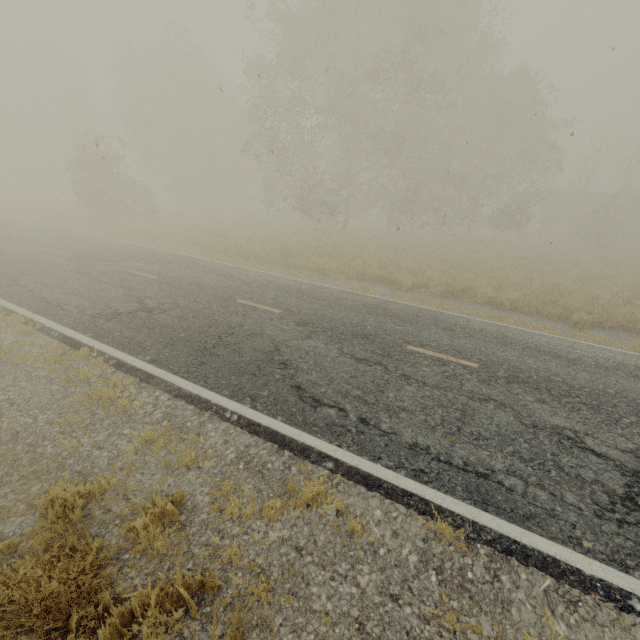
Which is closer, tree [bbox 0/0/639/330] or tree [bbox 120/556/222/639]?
tree [bbox 120/556/222/639]

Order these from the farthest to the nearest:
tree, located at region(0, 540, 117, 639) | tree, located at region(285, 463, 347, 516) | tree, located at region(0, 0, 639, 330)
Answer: tree, located at region(0, 0, 639, 330)
tree, located at region(285, 463, 347, 516)
tree, located at region(0, 540, 117, 639)

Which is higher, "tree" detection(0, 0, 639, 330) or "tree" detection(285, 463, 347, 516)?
"tree" detection(0, 0, 639, 330)

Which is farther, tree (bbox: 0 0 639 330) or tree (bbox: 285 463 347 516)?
tree (bbox: 0 0 639 330)

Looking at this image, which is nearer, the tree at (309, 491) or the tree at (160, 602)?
the tree at (160, 602)

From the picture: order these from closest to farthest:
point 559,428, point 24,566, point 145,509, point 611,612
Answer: point 24,566
point 611,612
point 145,509
point 559,428

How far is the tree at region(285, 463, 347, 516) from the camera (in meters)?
3.71

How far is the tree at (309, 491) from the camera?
3.71m
